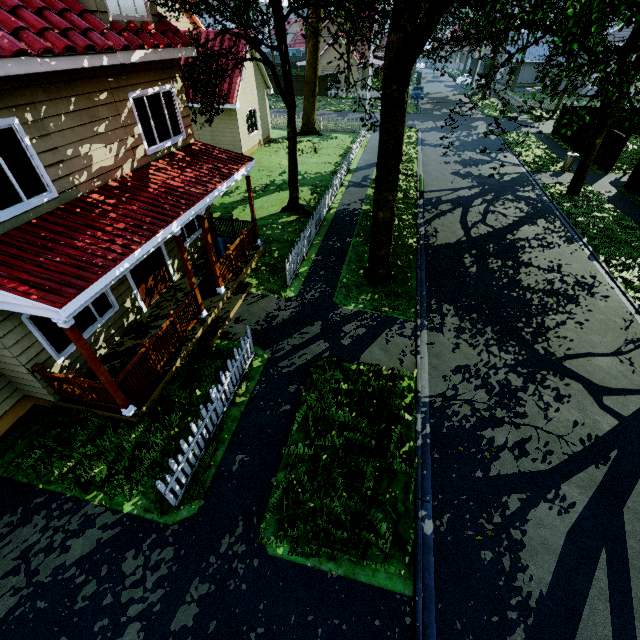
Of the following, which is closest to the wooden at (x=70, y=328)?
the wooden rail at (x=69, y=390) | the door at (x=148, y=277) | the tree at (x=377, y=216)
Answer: the wooden rail at (x=69, y=390)

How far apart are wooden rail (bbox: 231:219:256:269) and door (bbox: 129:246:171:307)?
1.98m

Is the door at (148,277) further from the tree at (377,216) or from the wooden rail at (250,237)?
the tree at (377,216)

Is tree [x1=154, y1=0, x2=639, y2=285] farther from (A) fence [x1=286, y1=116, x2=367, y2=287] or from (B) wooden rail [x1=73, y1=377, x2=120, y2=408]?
(B) wooden rail [x1=73, y1=377, x2=120, y2=408]

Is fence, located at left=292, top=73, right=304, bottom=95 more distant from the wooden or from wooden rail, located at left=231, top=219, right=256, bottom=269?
the wooden

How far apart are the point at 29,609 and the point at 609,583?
9.3m

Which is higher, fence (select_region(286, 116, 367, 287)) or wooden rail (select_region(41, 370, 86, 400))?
wooden rail (select_region(41, 370, 86, 400))

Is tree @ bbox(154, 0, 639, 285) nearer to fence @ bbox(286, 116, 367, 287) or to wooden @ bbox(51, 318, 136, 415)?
fence @ bbox(286, 116, 367, 287)
